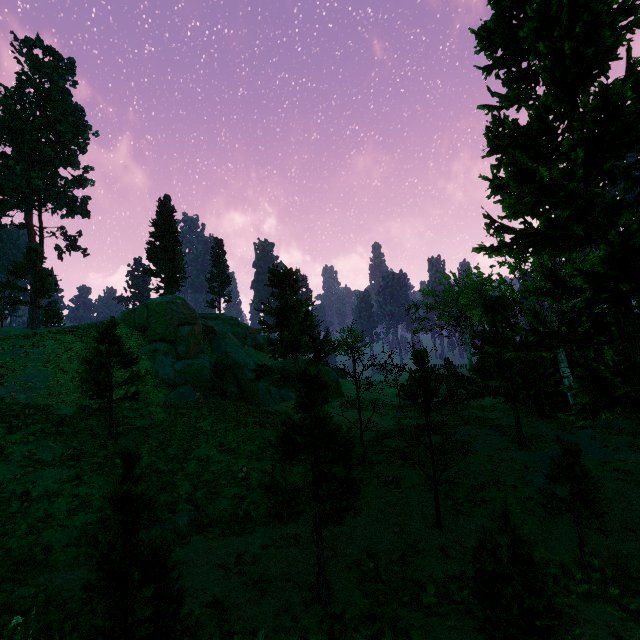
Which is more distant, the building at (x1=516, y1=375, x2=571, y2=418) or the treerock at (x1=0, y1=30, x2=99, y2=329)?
the treerock at (x1=0, y1=30, x2=99, y2=329)

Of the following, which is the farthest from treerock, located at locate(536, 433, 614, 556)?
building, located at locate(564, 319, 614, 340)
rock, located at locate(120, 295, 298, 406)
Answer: rock, located at locate(120, 295, 298, 406)

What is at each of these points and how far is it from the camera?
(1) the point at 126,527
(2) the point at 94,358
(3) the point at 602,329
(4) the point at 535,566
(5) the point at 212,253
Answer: (1) treerock, 5.1 meters
(2) treerock, 15.9 meters
(3) building, 23.5 meters
(4) treerock, 5.9 meters
(5) treerock, 58.8 meters

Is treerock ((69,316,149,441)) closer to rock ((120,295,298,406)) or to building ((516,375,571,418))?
building ((516,375,571,418))

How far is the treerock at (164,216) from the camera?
40.5 meters

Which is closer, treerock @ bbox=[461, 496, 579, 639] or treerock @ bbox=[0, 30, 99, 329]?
treerock @ bbox=[461, 496, 579, 639]

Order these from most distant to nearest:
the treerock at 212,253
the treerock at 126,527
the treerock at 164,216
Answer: the treerock at 212,253
the treerock at 164,216
the treerock at 126,527
